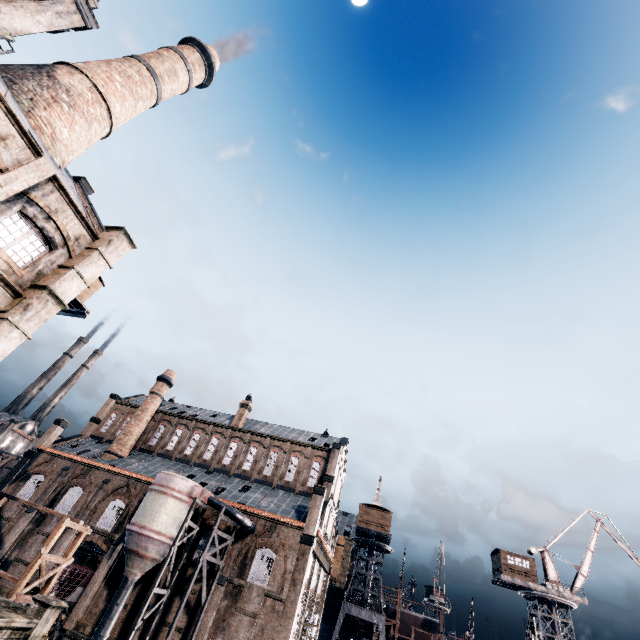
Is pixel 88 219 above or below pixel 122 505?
above

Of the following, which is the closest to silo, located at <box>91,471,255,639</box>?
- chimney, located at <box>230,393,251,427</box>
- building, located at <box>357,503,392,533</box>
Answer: chimney, located at <box>230,393,251,427</box>

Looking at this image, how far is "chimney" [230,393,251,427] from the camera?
47.1m

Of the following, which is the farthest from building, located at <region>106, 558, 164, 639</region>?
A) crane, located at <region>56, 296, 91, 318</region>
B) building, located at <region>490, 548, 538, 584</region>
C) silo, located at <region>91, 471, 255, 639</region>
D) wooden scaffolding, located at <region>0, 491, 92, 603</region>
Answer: building, located at <region>490, 548, 538, 584</region>

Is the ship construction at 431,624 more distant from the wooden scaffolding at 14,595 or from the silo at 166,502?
the wooden scaffolding at 14,595

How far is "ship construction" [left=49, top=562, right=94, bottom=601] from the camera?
29.7 meters

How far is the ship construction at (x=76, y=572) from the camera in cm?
2973

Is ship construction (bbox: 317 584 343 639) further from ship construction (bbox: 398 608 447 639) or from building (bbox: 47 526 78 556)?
building (bbox: 47 526 78 556)
